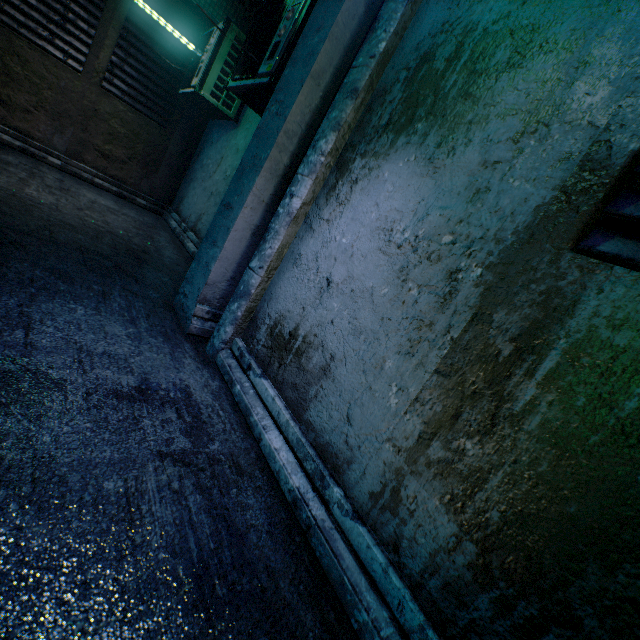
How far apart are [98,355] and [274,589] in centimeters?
128cm
